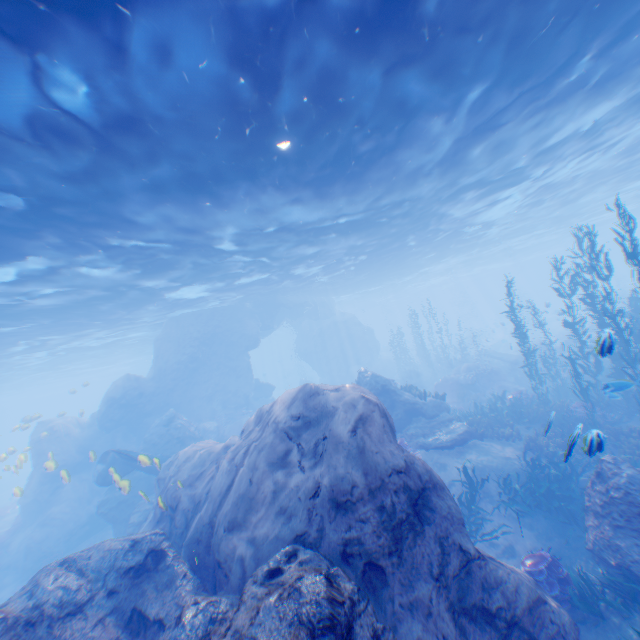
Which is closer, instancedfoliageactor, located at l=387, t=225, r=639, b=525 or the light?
the light

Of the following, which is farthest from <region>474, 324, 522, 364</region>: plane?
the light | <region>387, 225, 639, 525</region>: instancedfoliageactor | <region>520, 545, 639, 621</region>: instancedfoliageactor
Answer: <region>520, 545, 639, 621</region>: instancedfoliageactor

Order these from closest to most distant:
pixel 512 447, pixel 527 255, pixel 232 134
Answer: pixel 232 134, pixel 512 447, pixel 527 255

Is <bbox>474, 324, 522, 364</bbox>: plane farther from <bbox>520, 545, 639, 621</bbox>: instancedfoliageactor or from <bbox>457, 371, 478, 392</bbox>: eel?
<bbox>520, 545, 639, 621</bbox>: instancedfoliageactor

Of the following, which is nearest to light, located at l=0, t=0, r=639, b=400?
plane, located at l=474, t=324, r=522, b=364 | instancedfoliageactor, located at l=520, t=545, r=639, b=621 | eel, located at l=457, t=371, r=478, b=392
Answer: plane, located at l=474, t=324, r=522, b=364

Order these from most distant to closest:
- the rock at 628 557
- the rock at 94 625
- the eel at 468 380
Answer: the eel at 468 380
the rock at 628 557
the rock at 94 625

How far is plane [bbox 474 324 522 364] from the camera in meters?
27.4 m

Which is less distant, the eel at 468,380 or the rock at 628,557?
the rock at 628,557
